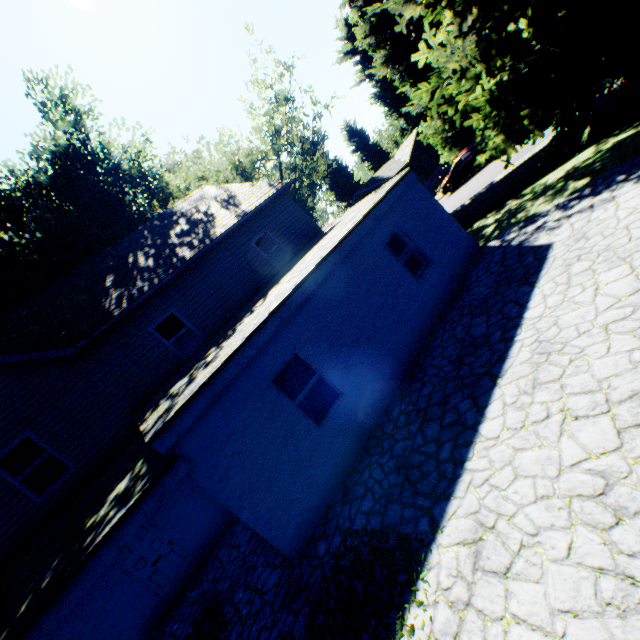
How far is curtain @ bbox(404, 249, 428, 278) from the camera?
9.5m

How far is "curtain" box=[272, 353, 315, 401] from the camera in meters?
7.0 m

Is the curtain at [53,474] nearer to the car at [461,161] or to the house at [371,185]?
the car at [461,161]

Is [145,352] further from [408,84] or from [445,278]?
[408,84]

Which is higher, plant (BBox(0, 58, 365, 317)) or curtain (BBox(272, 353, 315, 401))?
plant (BBox(0, 58, 365, 317))

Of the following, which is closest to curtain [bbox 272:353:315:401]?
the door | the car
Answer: the door

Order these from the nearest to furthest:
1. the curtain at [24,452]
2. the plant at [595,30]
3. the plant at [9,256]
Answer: the plant at [595,30] < the curtain at [24,452] < the plant at [9,256]

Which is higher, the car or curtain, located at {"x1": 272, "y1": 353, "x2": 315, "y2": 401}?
curtain, located at {"x1": 272, "y1": 353, "x2": 315, "y2": 401}
